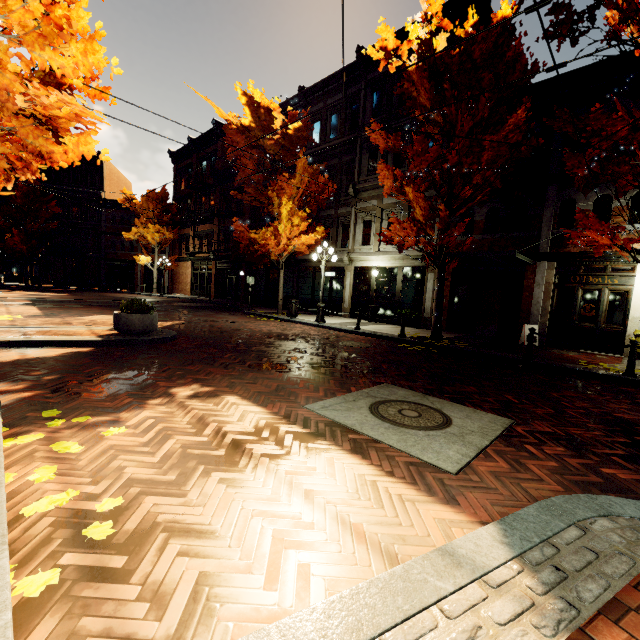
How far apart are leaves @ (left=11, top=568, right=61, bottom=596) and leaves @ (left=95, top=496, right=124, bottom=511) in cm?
49

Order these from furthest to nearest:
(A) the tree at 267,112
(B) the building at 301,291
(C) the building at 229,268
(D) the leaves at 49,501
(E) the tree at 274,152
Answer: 1. (C) the building at 229,268
2. (B) the building at 301,291
3. (E) the tree at 274,152
4. (A) the tree at 267,112
5. (D) the leaves at 49,501

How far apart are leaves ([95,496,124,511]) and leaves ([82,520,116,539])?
0.1m

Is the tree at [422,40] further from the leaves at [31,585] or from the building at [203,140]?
the leaves at [31,585]

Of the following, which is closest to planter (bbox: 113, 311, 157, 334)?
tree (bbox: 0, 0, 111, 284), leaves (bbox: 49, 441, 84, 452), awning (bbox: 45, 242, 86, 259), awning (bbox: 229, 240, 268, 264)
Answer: tree (bbox: 0, 0, 111, 284)

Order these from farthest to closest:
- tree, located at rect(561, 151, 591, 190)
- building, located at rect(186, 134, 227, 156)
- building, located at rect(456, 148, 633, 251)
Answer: building, located at rect(186, 134, 227, 156) < building, located at rect(456, 148, 633, 251) < tree, located at rect(561, 151, 591, 190)

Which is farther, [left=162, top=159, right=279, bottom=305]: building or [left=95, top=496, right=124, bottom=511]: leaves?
[left=162, top=159, right=279, bottom=305]: building

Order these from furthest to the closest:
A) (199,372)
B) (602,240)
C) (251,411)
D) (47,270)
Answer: (47,270), (602,240), (199,372), (251,411)
